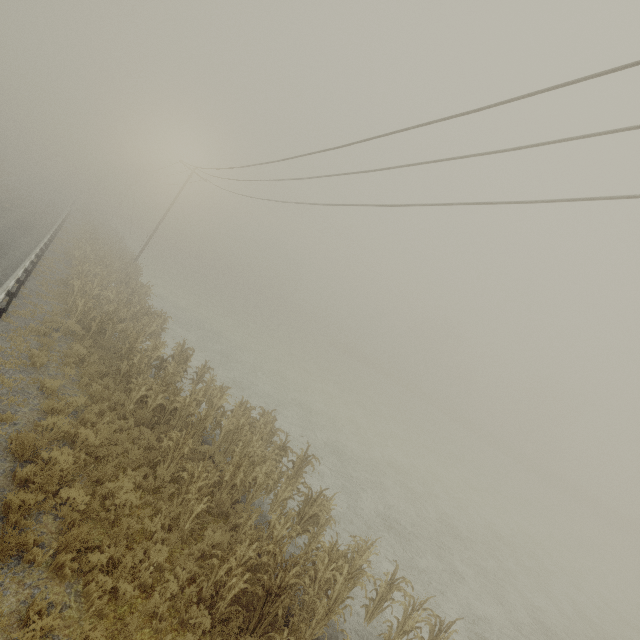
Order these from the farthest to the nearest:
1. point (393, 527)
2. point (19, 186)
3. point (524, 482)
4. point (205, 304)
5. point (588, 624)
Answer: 1. point (19, 186)
2. point (524, 482)
3. point (205, 304)
4. point (588, 624)
5. point (393, 527)

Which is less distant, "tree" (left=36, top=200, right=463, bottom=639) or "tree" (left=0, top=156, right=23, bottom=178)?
"tree" (left=36, top=200, right=463, bottom=639)

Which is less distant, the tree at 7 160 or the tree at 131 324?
the tree at 131 324
